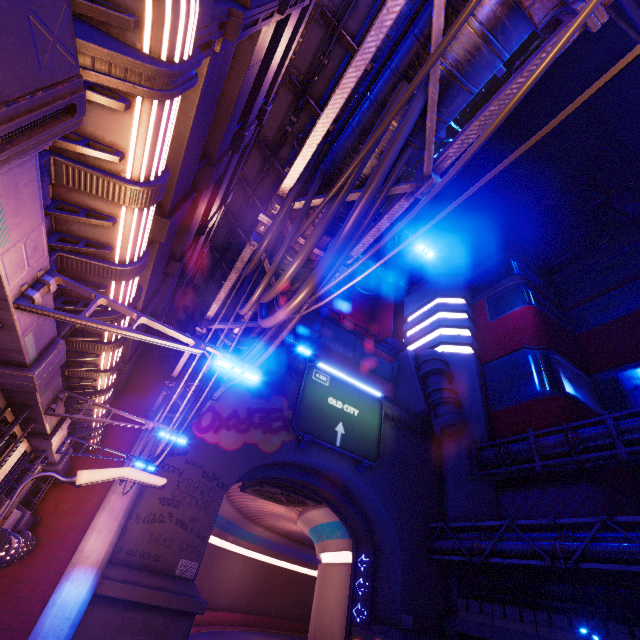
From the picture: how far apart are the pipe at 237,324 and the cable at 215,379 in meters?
0.0

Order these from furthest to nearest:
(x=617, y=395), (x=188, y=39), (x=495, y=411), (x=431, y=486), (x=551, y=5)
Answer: (x=495, y=411)
(x=617, y=395)
(x=431, y=486)
(x=551, y=5)
(x=188, y=39)

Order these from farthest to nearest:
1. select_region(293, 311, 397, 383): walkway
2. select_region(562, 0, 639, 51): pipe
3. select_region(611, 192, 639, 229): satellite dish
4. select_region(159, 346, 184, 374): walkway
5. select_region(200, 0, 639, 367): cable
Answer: select_region(611, 192, 639, 229): satellite dish, select_region(293, 311, 397, 383): walkway, select_region(159, 346, 184, 374): walkway, select_region(562, 0, 639, 51): pipe, select_region(200, 0, 639, 367): cable

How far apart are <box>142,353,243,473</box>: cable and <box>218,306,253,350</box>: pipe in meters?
0.0 m

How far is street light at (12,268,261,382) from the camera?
4.0 meters

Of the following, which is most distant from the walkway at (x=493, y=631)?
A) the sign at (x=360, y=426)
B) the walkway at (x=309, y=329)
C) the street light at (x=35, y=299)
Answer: the street light at (x=35, y=299)

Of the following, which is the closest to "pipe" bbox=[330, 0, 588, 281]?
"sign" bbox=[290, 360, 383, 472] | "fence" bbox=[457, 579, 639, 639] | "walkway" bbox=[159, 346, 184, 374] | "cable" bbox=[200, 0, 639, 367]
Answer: "cable" bbox=[200, 0, 639, 367]
